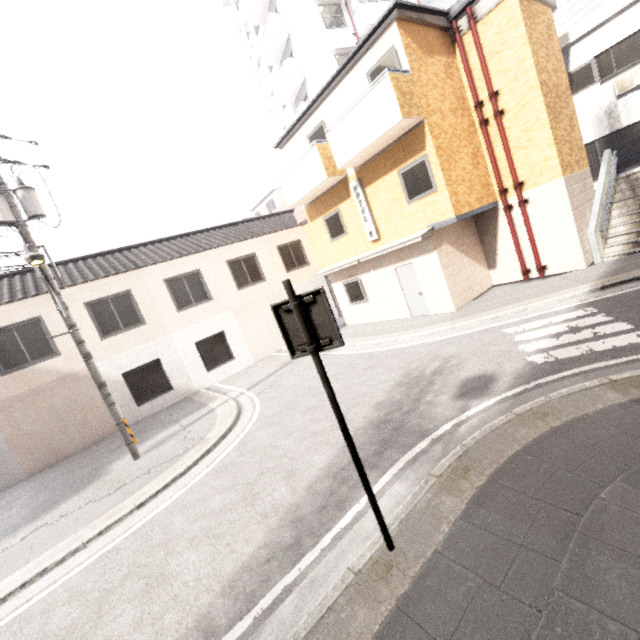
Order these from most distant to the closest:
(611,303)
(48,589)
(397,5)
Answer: (397,5) < (611,303) < (48,589)

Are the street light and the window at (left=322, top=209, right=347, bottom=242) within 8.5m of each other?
no

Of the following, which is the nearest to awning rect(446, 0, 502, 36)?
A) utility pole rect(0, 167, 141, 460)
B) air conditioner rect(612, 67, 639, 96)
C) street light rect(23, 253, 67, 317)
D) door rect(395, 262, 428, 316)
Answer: air conditioner rect(612, 67, 639, 96)

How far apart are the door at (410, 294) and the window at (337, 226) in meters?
2.6

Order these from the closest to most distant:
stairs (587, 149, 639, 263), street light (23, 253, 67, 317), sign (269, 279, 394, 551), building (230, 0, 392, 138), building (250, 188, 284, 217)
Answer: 1. sign (269, 279, 394, 551)
2. street light (23, 253, 67, 317)
3. stairs (587, 149, 639, 263)
4. building (230, 0, 392, 138)
5. building (250, 188, 284, 217)

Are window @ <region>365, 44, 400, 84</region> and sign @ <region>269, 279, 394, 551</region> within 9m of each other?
no

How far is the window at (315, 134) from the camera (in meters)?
12.43

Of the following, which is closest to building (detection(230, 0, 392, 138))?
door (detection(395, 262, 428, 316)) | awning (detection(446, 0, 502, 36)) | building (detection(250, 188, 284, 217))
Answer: building (detection(250, 188, 284, 217))
